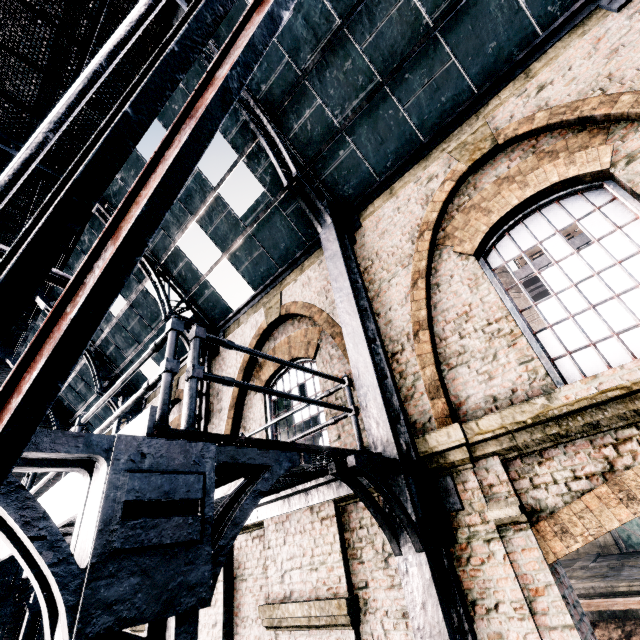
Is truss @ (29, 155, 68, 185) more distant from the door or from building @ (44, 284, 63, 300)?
the door

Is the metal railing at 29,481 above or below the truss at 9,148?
below

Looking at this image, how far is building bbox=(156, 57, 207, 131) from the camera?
7.8 meters

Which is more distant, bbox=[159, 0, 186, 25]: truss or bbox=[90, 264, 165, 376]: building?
bbox=[90, 264, 165, 376]: building

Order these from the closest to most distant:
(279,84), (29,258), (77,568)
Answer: (29,258), (77,568), (279,84)

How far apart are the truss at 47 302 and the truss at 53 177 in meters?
5.4 m

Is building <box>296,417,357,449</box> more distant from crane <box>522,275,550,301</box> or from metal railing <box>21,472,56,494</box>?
crane <box>522,275,550,301</box>

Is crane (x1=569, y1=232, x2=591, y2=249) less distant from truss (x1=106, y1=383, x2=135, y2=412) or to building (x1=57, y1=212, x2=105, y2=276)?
building (x1=57, y1=212, x2=105, y2=276)
